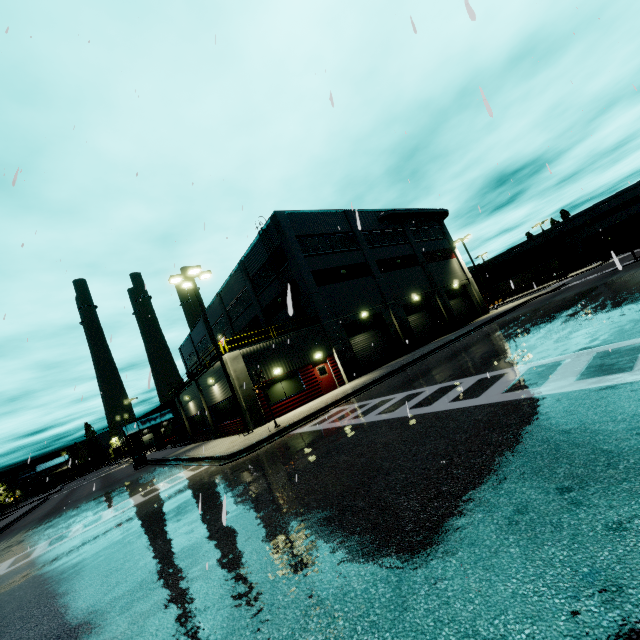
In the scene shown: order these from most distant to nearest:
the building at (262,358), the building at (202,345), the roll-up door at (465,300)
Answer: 1. the building at (202,345)
2. the roll-up door at (465,300)
3. the building at (262,358)

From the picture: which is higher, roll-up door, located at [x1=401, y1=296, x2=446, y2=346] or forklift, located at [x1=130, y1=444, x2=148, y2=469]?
roll-up door, located at [x1=401, y1=296, x2=446, y2=346]

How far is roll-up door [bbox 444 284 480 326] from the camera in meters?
36.4

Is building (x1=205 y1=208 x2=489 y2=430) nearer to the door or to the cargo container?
the door

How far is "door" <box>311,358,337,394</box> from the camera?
23.0m

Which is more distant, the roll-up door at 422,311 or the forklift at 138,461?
the roll-up door at 422,311

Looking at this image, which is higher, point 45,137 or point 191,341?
point 191,341

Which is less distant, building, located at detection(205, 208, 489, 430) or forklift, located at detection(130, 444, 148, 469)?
building, located at detection(205, 208, 489, 430)
